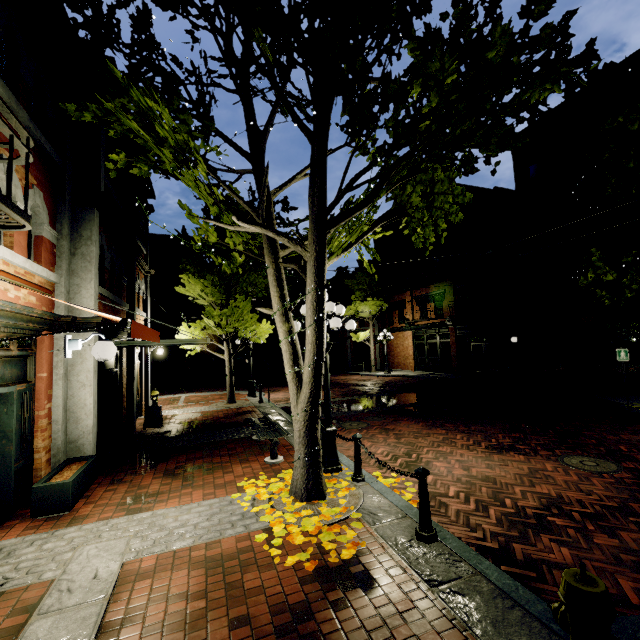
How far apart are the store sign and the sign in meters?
15.5

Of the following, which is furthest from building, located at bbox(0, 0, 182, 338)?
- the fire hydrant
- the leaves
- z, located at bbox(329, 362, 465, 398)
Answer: the fire hydrant

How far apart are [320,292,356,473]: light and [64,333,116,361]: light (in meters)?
3.02

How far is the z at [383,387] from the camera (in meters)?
17.74

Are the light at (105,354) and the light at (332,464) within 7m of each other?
yes

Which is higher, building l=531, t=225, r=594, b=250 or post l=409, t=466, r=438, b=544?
building l=531, t=225, r=594, b=250

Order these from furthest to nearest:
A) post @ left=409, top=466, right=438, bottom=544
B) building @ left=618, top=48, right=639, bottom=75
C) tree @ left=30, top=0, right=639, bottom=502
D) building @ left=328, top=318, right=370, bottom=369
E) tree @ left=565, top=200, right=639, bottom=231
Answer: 1. building @ left=328, top=318, right=370, bottom=369
2. building @ left=618, top=48, right=639, bottom=75
3. tree @ left=565, top=200, right=639, bottom=231
4. post @ left=409, top=466, right=438, bottom=544
5. tree @ left=30, top=0, right=639, bottom=502

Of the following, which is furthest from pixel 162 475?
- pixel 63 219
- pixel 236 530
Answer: pixel 63 219
